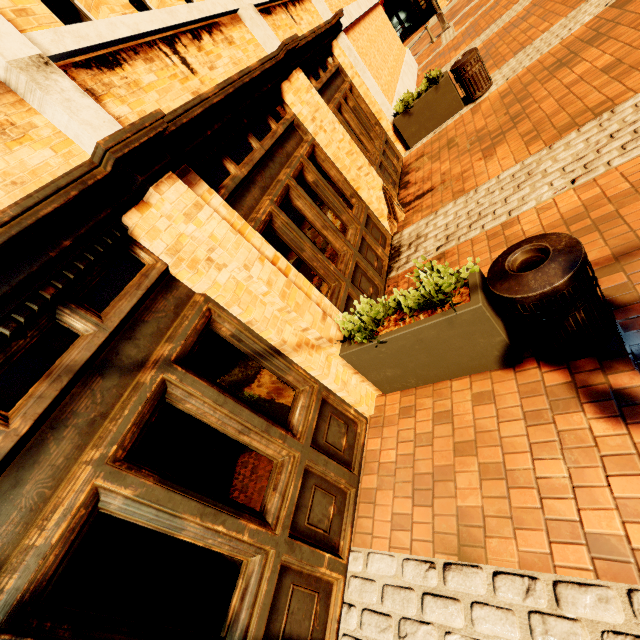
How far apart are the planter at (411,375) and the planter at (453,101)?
6.90m

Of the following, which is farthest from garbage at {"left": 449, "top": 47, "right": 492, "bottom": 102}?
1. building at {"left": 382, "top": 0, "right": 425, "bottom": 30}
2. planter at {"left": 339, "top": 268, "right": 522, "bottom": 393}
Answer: building at {"left": 382, "top": 0, "right": 425, "bottom": 30}

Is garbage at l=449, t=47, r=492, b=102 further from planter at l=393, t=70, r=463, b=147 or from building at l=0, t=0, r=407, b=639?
building at l=0, t=0, r=407, b=639

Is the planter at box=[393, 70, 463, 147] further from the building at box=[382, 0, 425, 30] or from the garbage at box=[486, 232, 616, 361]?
the building at box=[382, 0, 425, 30]

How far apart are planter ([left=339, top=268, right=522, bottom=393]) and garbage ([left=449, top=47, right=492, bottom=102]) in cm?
681

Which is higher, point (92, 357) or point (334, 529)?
point (92, 357)

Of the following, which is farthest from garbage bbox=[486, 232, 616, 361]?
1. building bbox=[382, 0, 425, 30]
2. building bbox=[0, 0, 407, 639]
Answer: building bbox=[382, 0, 425, 30]

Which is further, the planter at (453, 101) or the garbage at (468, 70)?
the planter at (453, 101)
